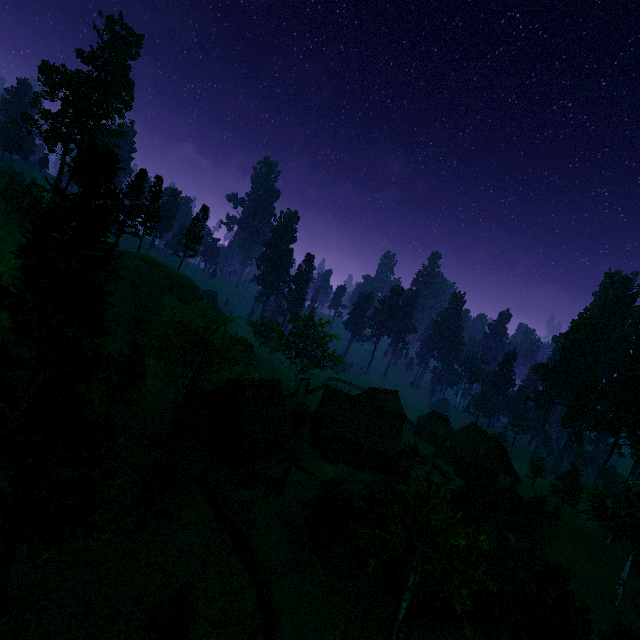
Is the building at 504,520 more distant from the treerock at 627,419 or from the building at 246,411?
the building at 246,411

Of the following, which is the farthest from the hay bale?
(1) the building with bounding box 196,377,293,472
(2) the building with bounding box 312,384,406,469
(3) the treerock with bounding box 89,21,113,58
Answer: (1) the building with bounding box 196,377,293,472

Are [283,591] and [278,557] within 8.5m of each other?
yes

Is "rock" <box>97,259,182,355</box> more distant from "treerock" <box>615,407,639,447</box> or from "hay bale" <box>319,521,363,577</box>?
"hay bale" <box>319,521,363,577</box>

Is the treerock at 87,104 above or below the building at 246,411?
above

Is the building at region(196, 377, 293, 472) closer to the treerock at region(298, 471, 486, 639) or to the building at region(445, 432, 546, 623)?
the treerock at region(298, 471, 486, 639)

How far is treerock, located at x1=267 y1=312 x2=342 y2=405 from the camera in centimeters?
5016cm
